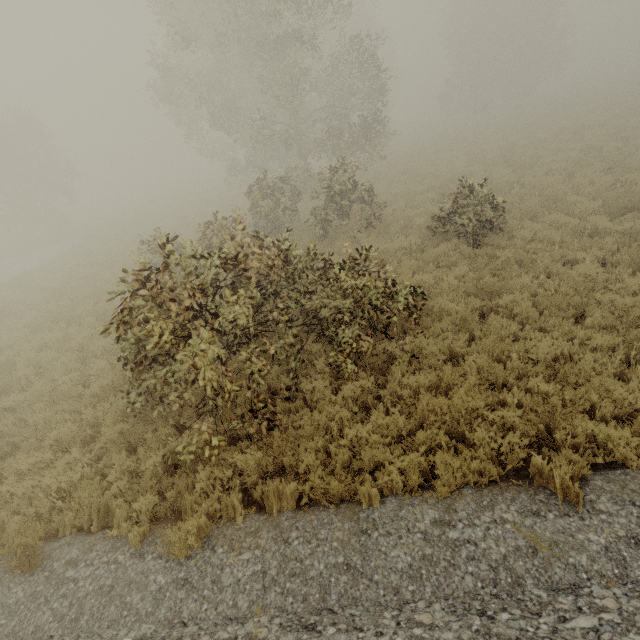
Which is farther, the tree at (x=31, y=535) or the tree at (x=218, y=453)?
the tree at (x=218, y=453)

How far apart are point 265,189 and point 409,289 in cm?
1117

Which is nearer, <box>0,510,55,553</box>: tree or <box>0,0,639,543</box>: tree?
<box>0,510,55,553</box>: tree

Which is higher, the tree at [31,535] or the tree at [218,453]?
the tree at [31,535]

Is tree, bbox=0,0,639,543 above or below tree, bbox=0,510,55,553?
below
